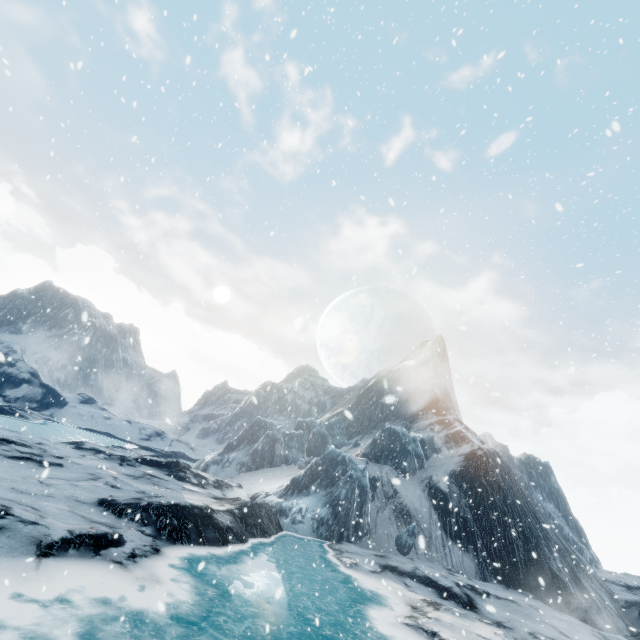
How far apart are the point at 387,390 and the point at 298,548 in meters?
36.7
